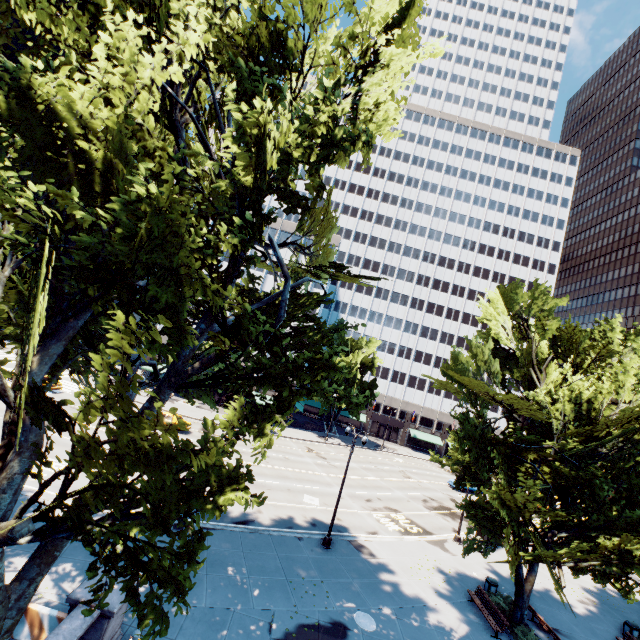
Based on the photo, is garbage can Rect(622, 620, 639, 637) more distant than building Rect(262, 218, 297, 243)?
No

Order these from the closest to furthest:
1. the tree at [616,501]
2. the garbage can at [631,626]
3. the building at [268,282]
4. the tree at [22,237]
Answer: the tree at [22,237] → the tree at [616,501] → the garbage can at [631,626] → the building at [268,282]

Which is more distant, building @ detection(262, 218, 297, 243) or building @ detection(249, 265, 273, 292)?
building @ detection(262, 218, 297, 243)

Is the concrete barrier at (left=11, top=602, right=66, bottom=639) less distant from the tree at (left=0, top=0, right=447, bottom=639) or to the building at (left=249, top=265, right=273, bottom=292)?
the tree at (left=0, top=0, right=447, bottom=639)

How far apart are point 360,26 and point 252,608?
24.08m

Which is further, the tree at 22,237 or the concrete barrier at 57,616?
the concrete barrier at 57,616

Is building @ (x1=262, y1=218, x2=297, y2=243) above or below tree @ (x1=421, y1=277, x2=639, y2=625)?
above

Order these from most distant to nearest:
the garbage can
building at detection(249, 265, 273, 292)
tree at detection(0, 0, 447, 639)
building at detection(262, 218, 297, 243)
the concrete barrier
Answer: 1. building at detection(262, 218, 297, 243)
2. building at detection(249, 265, 273, 292)
3. the garbage can
4. the concrete barrier
5. tree at detection(0, 0, 447, 639)
